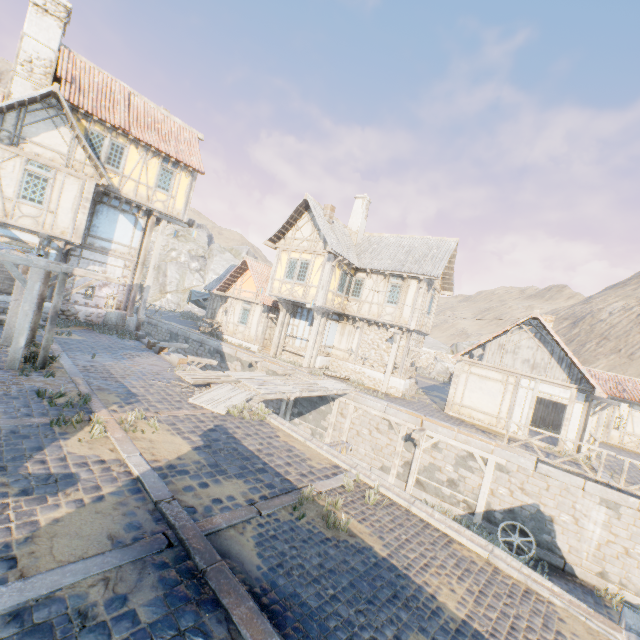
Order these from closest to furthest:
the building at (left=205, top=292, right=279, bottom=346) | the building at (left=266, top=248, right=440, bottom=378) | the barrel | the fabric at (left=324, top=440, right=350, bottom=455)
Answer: the fabric at (left=324, top=440, right=350, bottom=455) < the barrel < the building at (left=266, top=248, right=440, bottom=378) < the building at (left=205, top=292, right=279, bottom=346)

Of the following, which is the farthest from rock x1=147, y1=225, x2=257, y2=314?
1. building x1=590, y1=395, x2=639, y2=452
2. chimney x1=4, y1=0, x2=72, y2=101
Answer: chimney x1=4, y1=0, x2=72, y2=101

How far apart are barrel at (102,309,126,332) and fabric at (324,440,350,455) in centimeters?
1326cm

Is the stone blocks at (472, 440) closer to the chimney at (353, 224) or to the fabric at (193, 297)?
the fabric at (193, 297)

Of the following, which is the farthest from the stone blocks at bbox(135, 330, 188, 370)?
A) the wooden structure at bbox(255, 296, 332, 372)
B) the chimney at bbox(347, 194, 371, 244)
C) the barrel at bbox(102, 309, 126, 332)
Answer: the chimney at bbox(347, 194, 371, 244)

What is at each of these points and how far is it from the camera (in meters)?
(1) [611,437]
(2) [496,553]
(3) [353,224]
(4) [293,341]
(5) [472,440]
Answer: (1) building, 20.44
(2) stone gutter, 5.55
(3) chimney, 22.30
(4) building, 21.23
(5) stone blocks, 13.16

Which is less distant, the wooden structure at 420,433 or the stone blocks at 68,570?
the stone blocks at 68,570

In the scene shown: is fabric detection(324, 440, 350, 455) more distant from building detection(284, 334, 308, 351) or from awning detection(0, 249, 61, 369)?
building detection(284, 334, 308, 351)
